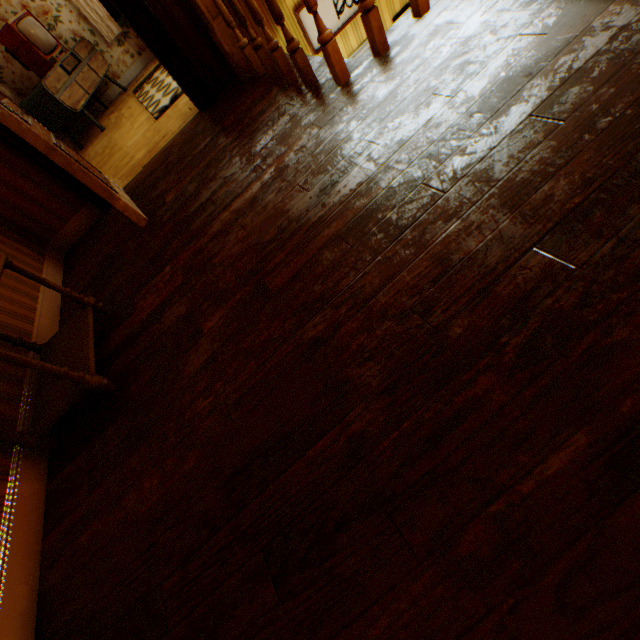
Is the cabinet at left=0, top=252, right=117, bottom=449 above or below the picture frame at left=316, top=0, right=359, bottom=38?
above

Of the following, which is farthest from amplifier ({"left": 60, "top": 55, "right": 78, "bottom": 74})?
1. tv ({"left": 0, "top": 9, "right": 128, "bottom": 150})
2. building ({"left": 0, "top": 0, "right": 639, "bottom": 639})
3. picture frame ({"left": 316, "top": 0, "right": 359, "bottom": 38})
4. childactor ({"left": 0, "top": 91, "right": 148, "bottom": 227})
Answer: picture frame ({"left": 316, "top": 0, "right": 359, "bottom": 38})

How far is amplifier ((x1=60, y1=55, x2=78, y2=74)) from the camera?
5.49m

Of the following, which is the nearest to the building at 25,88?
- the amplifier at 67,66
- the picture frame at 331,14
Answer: the picture frame at 331,14

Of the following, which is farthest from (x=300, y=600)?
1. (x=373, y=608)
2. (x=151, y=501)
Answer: (x=151, y=501)

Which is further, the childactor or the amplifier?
the amplifier

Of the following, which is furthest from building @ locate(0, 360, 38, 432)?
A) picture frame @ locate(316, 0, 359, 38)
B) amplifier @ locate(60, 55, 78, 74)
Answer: amplifier @ locate(60, 55, 78, 74)
